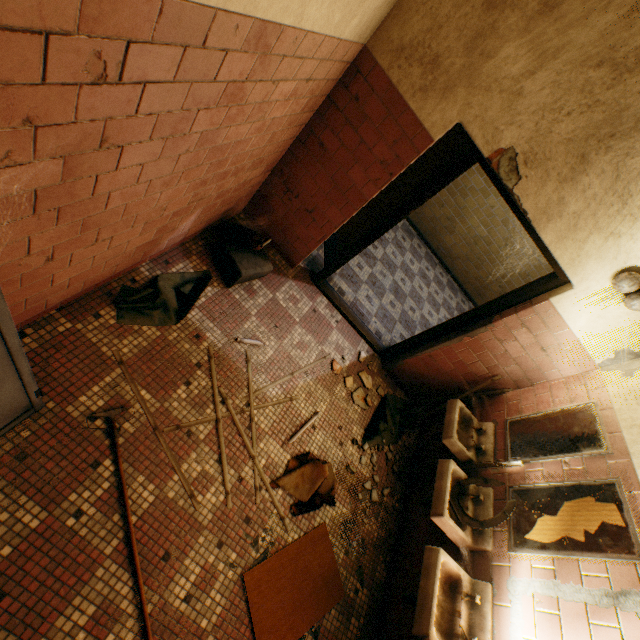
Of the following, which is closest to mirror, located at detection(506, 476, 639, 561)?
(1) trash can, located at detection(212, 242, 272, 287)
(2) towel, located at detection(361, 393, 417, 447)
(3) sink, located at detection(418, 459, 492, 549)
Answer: (3) sink, located at detection(418, 459, 492, 549)

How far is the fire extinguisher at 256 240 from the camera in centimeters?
304cm

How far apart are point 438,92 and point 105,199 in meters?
2.4 m

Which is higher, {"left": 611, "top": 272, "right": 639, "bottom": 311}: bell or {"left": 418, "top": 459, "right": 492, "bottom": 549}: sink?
{"left": 611, "top": 272, "right": 639, "bottom": 311}: bell

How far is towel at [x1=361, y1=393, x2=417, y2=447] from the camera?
3.6 meters

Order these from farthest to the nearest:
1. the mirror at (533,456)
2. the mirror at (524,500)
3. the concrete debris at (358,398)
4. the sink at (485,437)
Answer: the concrete debris at (358,398)
the sink at (485,437)
the mirror at (533,456)
the mirror at (524,500)

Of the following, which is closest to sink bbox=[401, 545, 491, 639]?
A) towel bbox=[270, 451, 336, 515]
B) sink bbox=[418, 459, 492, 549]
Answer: sink bbox=[418, 459, 492, 549]

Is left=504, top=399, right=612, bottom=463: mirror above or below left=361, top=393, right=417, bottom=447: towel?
above
